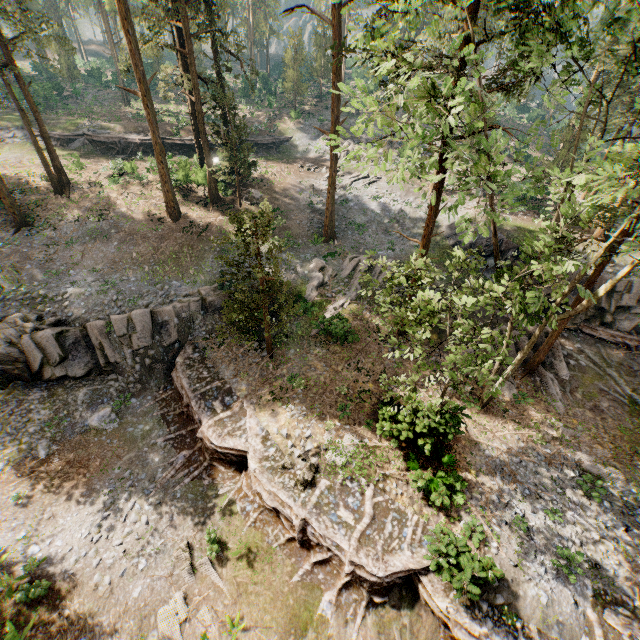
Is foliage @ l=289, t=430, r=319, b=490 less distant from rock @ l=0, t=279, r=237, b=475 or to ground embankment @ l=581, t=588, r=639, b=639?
ground embankment @ l=581, t=588, r=639, b=639

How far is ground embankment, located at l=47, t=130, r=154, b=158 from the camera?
36.2 meters

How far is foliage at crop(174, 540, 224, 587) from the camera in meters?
13.0 m

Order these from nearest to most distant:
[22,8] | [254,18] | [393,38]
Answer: [393,38]
[22,8]
[254,18]

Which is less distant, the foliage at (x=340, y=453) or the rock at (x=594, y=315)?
the foliage at (x=340, y=453)

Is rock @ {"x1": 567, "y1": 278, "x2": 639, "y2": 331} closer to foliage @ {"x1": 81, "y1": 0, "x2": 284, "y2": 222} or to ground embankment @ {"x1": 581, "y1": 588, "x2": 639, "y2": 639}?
foliage @ {"x1": 81, "y1": 0, "x2": 284, "y2": 222}

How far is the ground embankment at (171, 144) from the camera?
37.40m

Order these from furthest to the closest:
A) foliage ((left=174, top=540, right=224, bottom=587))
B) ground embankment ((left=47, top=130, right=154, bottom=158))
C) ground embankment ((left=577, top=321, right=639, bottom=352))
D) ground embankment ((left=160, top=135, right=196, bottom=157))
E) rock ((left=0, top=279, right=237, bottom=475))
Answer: ground embankment ((left=160, top=135, right=196, bottom=157)) < ground embankment ((left=47, top=130, right=154, bottom=158)) < ground embankment ((left=577, top=321, right=639, bottom=352)) < rock ((left=0, top=279, right=237, bottom=475)) < foliage ((left=174, top=540, right=224, bottom=587))
